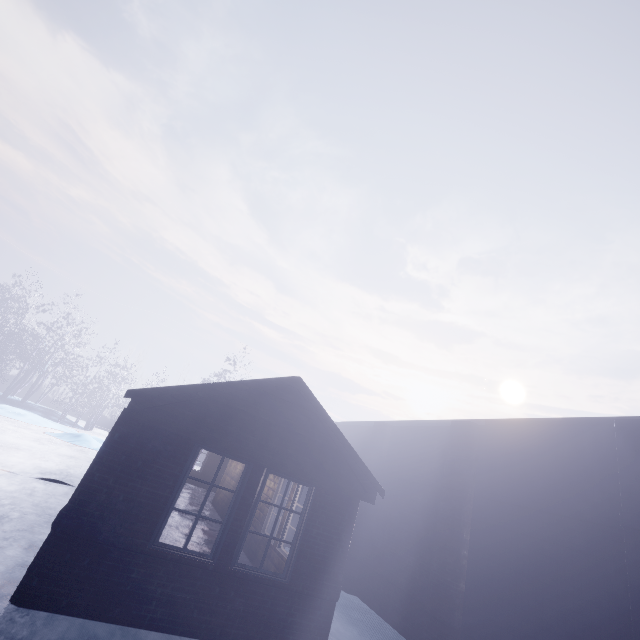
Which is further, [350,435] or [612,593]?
[350,435]
